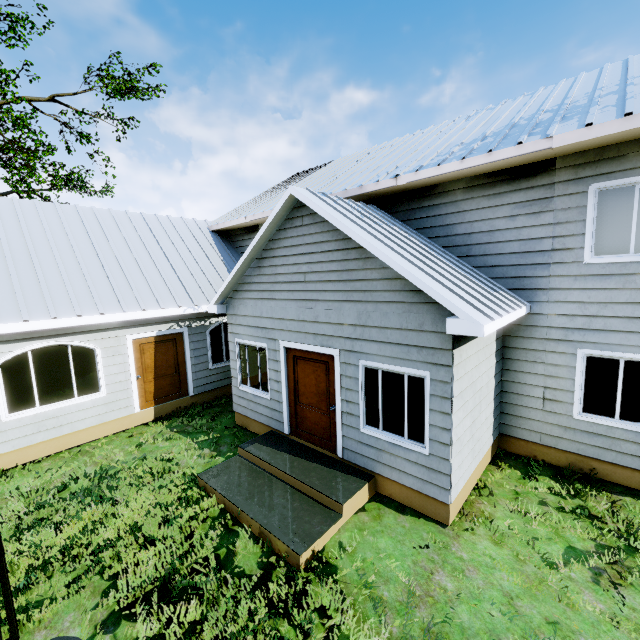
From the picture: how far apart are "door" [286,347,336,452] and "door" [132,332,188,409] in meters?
4.4

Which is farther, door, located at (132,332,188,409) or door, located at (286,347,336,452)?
door, located at (132,332,188,409)

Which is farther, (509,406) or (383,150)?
(383,150)

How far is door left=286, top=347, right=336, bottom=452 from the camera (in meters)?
6.57

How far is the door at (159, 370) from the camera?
9.2 meters

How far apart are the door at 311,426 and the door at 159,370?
4.39m

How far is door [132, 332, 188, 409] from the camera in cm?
923
